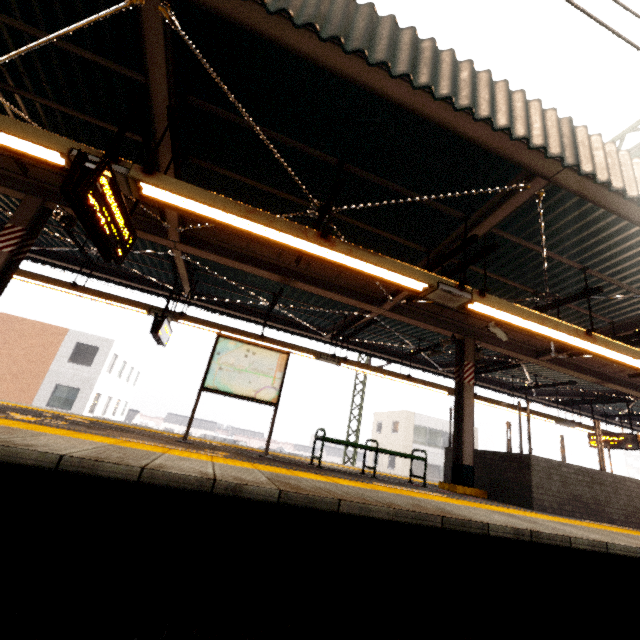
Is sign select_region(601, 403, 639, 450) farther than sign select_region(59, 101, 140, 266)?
Yes

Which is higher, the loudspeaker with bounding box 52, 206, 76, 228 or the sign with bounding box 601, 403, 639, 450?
the loudspeaker with bounding box 52, 206, 76, 228

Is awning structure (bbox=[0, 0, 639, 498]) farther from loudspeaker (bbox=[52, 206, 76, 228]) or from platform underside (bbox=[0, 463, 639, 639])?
platform underside (bbox=[0, 463, 639, 639])

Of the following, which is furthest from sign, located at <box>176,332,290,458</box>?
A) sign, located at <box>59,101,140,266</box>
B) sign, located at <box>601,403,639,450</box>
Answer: sign, located at <box>601,403,639,450</box>

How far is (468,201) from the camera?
5.1 meters

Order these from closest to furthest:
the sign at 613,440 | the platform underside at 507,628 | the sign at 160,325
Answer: the platform underside at 507,628
the sign at 160,325
the sign at 613,440

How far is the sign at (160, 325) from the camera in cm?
782

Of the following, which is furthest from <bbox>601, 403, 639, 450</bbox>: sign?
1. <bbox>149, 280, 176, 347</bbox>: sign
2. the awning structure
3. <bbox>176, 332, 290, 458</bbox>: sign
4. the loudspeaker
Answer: the loudspeaker
